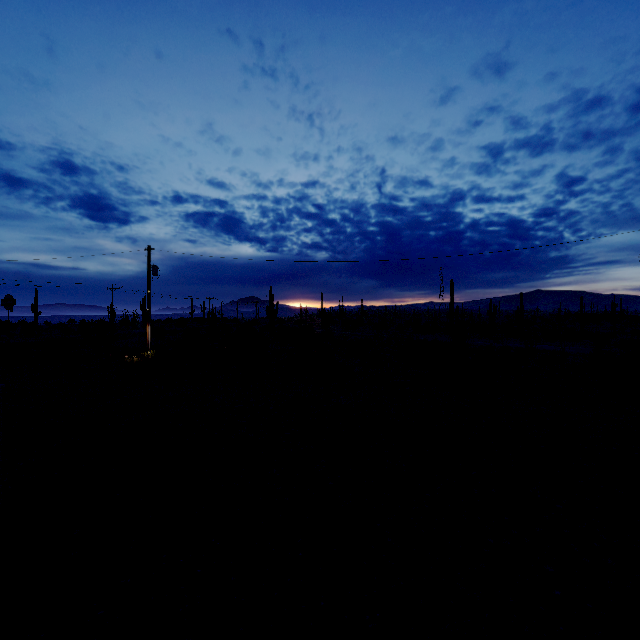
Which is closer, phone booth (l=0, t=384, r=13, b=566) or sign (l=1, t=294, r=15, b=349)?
phone booth (l=0, t=384, r=13, b=566)

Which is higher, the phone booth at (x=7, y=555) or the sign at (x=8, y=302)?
the sign at (x=8, y=302)

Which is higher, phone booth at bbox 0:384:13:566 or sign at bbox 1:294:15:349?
sign at bbox 1:294:15:349

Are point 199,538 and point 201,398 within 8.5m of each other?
no

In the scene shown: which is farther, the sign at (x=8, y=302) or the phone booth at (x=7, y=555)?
the sign at (x=8, y=302)
